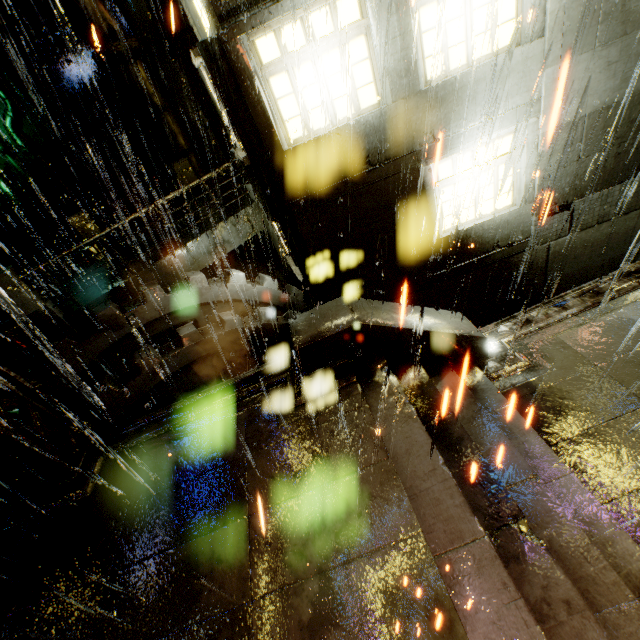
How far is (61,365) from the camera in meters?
7.4 m

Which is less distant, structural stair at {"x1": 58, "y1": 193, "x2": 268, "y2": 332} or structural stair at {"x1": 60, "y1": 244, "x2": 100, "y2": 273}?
structural stair at {"x1": 58, "y1": 193, "x2": 268, "y2": 332}

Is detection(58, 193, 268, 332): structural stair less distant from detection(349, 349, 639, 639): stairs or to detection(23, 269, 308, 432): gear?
detection(23, 269, 308, 432): gear

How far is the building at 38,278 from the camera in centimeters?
1602cm

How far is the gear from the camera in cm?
761

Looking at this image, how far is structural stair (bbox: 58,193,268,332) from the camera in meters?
8.4

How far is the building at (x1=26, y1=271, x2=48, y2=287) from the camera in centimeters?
1602cm

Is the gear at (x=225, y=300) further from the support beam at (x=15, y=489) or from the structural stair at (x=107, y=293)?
the structural stair at (x=107, y=293)
